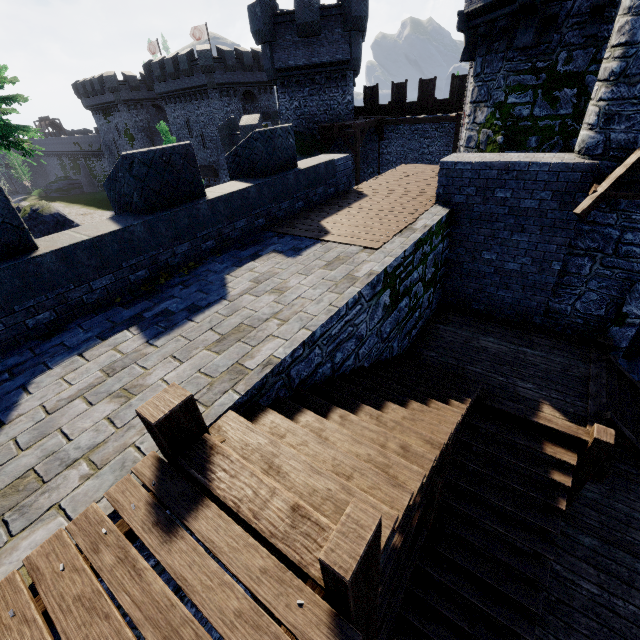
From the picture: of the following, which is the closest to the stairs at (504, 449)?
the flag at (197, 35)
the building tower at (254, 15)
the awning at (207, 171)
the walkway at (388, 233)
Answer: the walkway at (388, 233)

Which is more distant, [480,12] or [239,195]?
[480,12]

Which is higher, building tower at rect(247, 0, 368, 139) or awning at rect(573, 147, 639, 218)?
building tower at rect(247, 0, 368, 139)

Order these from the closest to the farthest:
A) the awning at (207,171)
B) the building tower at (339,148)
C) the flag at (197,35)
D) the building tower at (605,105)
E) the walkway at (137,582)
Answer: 1. the walkway at (137,582)
2. the building tower at (605,105)
3. the building tower at (339,148)
4. the awning at (207,171)
5. the flag at (197,35)

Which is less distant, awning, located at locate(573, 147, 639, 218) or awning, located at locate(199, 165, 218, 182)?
awning, located at locate(573, 147, 639, 218)

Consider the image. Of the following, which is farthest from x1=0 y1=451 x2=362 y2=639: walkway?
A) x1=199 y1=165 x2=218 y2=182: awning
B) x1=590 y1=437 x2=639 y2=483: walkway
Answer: x1=199 y1=165 x2=218 y2=182: awning

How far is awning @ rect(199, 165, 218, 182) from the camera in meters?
39.3

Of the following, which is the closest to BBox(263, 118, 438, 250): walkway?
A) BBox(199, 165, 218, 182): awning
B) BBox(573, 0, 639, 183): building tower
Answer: BBox(573, 0, 639, 183): building tower
